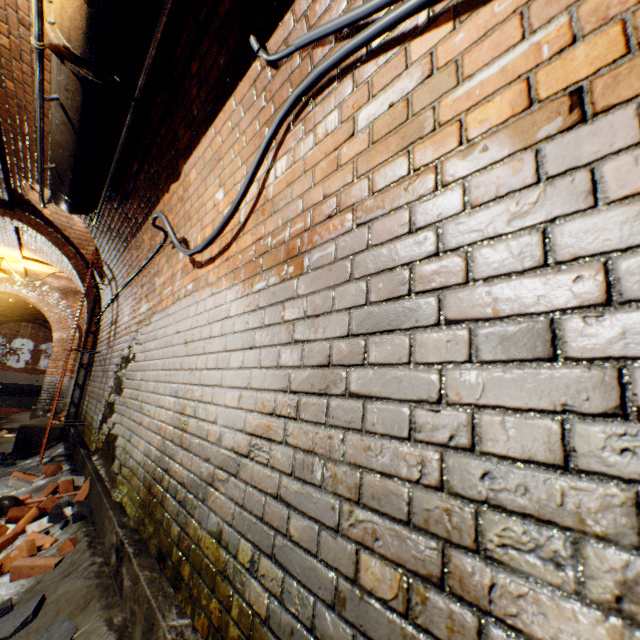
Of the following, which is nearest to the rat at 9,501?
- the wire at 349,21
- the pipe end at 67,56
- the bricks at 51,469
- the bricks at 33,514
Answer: the bricks at 33,514

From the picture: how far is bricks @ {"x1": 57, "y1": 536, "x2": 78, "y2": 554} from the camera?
2.4 meters

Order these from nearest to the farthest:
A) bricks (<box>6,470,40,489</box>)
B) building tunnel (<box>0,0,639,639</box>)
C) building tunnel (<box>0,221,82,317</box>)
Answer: building tunnel (<box>0,0,639,639</box>) → bricks (<box>6,470,40,489</box>) → building tunnel (<box>0,221,82,317</box>)

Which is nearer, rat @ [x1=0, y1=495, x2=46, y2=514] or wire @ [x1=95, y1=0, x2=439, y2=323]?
wire @ [x1=95, y1=0, x2=439, y2=323]

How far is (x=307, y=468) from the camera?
1.0m

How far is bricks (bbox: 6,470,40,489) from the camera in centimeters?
409cm

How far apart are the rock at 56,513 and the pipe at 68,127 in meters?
3.0

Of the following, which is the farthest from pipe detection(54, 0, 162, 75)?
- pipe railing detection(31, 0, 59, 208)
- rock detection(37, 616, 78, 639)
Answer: rock detection(37, 616, 78, 639)
